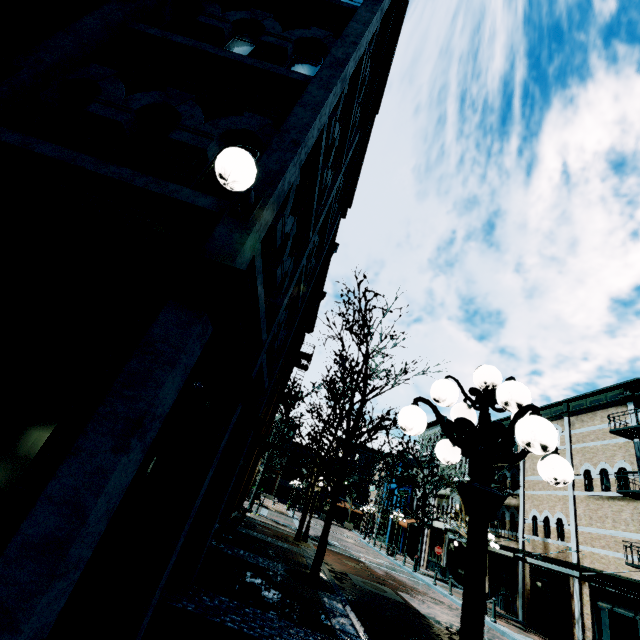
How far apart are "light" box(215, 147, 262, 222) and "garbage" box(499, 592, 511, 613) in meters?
26.0

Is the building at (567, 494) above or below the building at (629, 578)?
above

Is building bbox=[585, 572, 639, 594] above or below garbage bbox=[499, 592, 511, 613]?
above

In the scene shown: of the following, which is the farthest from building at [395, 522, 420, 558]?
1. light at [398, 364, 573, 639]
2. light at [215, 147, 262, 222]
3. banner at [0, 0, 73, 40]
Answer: banner at [0, 0, 73, 40]

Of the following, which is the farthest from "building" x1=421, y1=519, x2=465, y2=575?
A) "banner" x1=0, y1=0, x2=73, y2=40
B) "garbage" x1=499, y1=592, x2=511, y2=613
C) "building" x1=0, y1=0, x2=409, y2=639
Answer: "building" x1=0, y1=0, x2=409, y2=639

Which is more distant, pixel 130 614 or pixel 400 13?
pixel 400 13

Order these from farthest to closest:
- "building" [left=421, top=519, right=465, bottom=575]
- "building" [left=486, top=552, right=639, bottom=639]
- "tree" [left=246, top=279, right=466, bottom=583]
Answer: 1. "building" [left=421, top=519, right=465, bottom=575]
2. "building" [left=486, top=552, right=639, bottom=639]
3. "tree" [left=246, top=279, right=466, bottom=583]

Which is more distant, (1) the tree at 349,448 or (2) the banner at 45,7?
(1) the tree at 349,448
